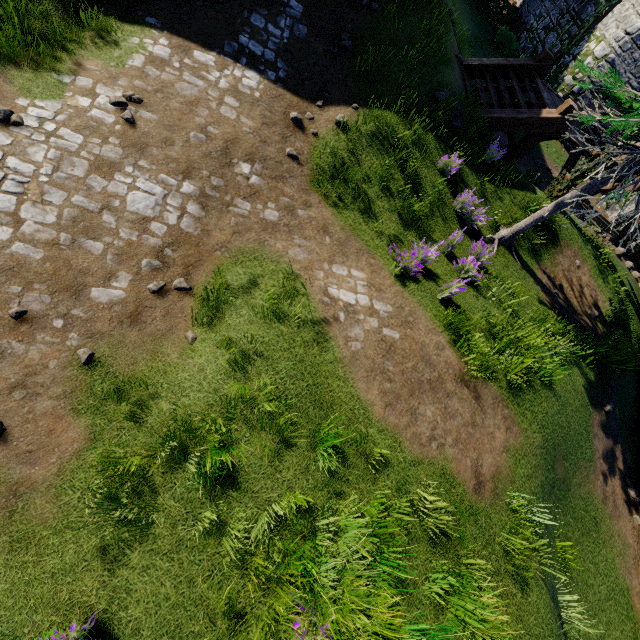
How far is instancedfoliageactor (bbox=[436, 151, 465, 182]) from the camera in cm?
832

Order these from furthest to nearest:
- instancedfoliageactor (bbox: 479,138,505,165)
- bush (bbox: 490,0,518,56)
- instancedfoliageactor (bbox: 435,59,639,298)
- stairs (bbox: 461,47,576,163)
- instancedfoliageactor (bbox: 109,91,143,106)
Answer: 1. bush (bbox: 490,0,518,56)
2. stairs (bbox: 461,47,576,163)
3. instancedfoliageactor (bbox: 479,138,505,165)
4. instancedfoliageactor (bbox: 435,59,639,298)
5. instancedfoliageactor (bbox: 109,91,143,106)

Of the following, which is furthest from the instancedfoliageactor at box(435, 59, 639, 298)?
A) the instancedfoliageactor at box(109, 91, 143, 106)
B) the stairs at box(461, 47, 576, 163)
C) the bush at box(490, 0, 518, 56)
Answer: the bush at box(490, 0, 518, 56)

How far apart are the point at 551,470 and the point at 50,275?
9.54m

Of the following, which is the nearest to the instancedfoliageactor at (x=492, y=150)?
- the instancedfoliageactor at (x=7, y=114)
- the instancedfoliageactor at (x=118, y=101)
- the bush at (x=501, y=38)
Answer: the instancedfoliageactor at (x=118, y=101)

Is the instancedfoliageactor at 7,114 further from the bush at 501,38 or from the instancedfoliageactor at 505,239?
the bush at 501,38

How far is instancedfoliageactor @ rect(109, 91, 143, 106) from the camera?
5.54m
